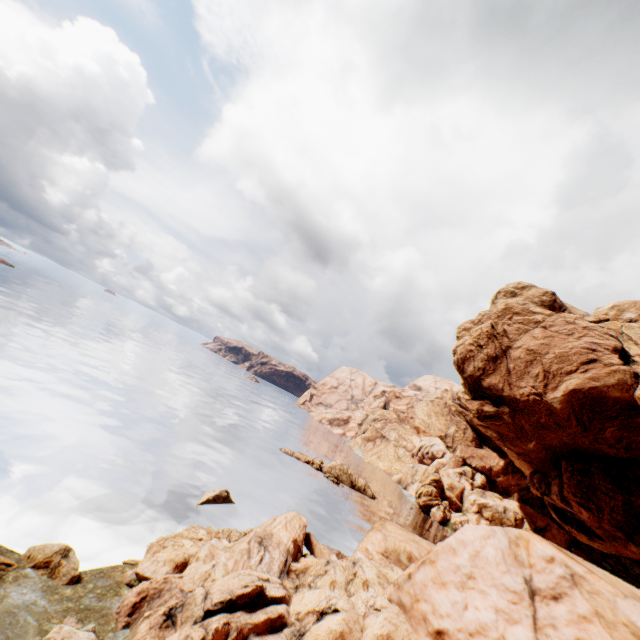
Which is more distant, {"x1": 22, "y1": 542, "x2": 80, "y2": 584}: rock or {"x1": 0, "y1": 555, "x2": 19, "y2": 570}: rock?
{"x1": 22, "y1": 542, "x2": 80, "y2": 584}: rock

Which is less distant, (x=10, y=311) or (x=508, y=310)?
(x=508, y=310)

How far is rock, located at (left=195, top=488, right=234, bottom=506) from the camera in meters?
25.3 m

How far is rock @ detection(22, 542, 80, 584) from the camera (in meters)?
13.41

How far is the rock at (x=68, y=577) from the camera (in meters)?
13.41

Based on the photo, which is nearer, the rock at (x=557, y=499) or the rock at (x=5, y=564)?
the rock at (x=557, y=499)
